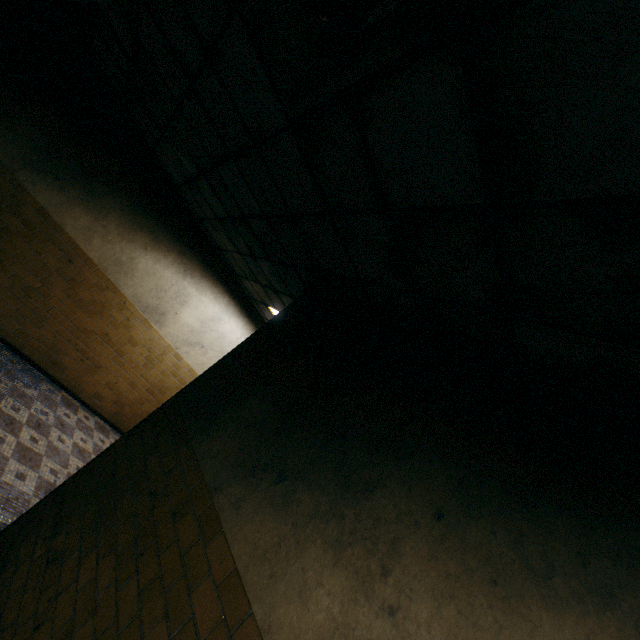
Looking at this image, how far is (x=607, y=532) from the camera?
1.28m
